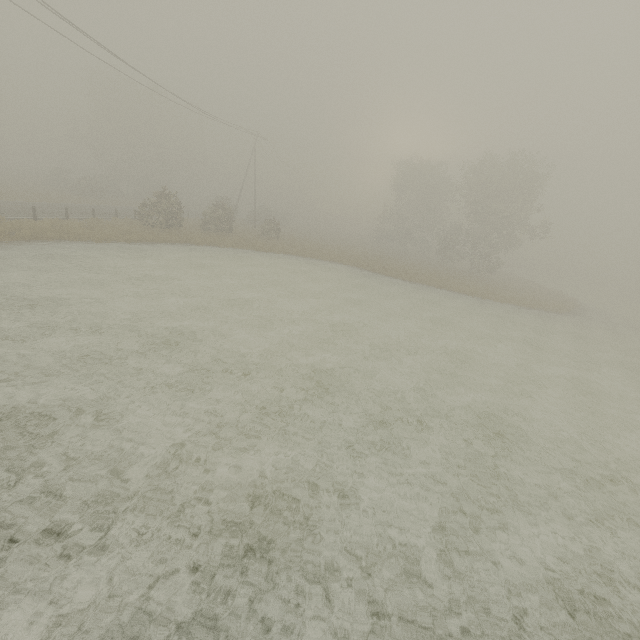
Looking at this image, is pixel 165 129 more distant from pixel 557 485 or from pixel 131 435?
pixel 557 485
